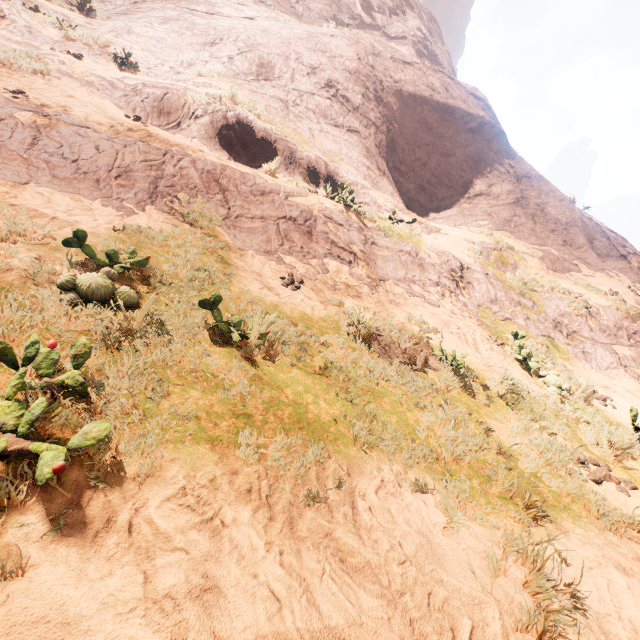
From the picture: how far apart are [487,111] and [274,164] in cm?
1509
